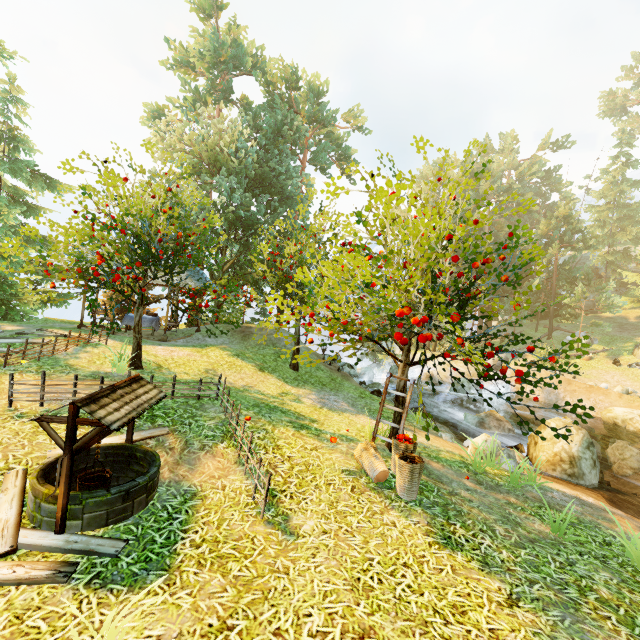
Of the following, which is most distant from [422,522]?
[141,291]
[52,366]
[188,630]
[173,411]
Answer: [52,366]

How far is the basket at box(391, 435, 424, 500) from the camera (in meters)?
5.54

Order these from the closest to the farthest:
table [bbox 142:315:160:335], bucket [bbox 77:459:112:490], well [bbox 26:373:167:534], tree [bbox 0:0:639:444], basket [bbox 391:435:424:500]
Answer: well [bbox 26:373:167:534], bucket [bbox 77:459:112:490], basket [bbox 391:435:424:500], tree [bbox 0:0:639:444], table [bbox 142:315:160:335]

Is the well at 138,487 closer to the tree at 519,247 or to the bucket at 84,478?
the bucket at 84,478

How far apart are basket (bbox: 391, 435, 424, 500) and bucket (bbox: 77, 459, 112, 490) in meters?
4.6 m

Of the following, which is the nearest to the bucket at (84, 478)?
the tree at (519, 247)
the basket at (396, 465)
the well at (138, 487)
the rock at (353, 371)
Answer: the well at (138, 487)

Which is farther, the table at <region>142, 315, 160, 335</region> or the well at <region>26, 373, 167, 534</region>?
the table at <region>142, 315, 160, 335</region>

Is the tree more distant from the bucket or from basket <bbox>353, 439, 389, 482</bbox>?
the bucket
